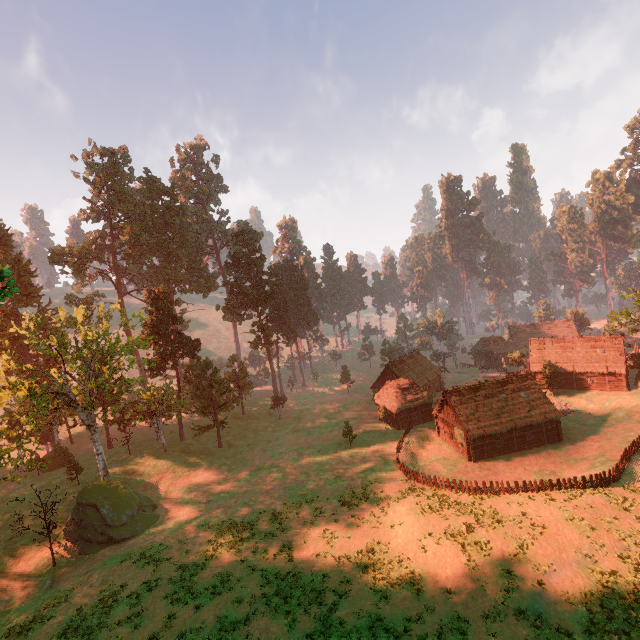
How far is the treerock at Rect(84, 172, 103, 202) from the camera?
57.78m

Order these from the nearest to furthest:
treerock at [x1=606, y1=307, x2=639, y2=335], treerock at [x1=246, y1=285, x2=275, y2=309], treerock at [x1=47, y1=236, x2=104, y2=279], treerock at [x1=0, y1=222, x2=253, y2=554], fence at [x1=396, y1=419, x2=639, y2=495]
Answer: fence at [x1=396, y1=419, x2=639, y2=495] → treerock at [x1=0, y1=222, x2=253, y2=554] → treerock at [x1=606, y1=307, x2=639, y2=335] → treerock at [x1=47, y1=236, x2=104, y2=279] → treerock at [x1=246, y1=285, x2=275, y2=309]

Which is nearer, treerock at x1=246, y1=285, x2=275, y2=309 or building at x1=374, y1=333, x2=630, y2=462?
building at x1=374, y1=333, x2=630, y2=462

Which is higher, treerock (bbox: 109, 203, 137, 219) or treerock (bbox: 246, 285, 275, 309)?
treerock (bbox: 109, 203, 137, 219)

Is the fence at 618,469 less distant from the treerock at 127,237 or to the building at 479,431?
the building at 479,431

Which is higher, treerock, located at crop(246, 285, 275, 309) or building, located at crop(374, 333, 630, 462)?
treerock, located at crop(246, 285, 275, 309)

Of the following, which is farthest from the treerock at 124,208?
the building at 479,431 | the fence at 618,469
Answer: the fence at 618,469

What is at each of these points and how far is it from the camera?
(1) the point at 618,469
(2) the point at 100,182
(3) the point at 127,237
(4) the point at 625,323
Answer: (1) fence, 27.7m
(2) treerock, 58.5m
(3) treerock, 58.4m
(4) treerock, 45.1m
